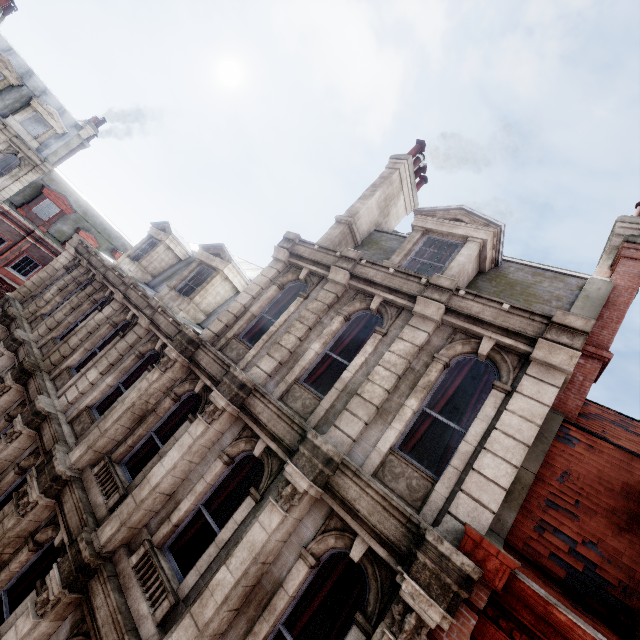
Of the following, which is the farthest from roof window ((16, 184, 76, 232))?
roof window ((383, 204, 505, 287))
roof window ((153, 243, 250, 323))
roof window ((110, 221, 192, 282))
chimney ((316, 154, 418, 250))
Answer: roof window ((383, 204, 505, 287))

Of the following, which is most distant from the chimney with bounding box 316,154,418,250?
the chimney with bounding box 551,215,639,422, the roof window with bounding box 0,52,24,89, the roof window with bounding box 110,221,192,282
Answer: the roof window with bounding box 0,52,24,89

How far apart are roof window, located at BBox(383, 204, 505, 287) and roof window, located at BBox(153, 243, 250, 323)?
5.4 meters

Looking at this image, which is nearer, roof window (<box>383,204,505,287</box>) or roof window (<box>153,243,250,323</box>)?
roof window (<box>383,204,505,287</box>)

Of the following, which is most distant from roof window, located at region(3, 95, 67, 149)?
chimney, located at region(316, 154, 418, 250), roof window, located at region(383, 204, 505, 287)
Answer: roof window, located at region(383, 204, 505, 287)

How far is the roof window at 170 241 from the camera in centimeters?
1448cm

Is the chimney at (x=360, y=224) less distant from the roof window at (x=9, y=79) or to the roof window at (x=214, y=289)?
the roof window at (x=214, y=289)

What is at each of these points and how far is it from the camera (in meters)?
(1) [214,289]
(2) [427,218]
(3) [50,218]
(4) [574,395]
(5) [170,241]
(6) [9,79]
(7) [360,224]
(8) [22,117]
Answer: (1) roof window, 11.72
(2) roof window, 9.22
(3) roof window, 25.25
(4) chimney, 6.62
(5) roof window, 14.77
(6) roof window, 21.19
(7) chimney, 11.28
(8) roof window, 22.25
